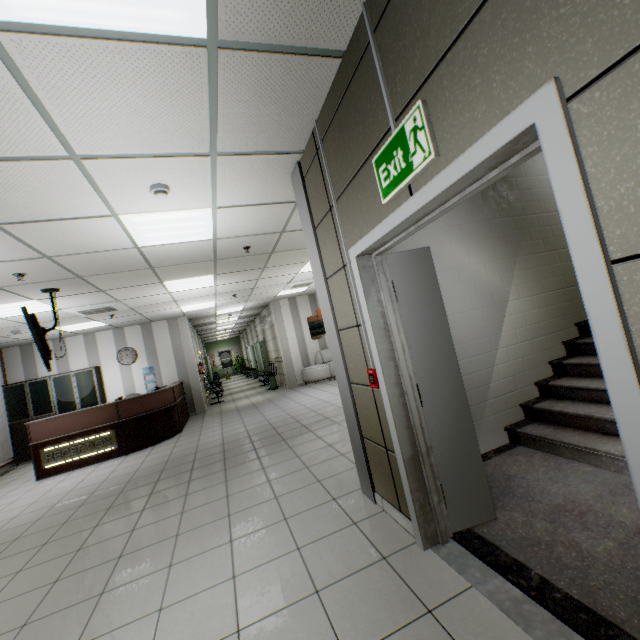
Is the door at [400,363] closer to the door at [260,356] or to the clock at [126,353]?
the clock at [126,353]

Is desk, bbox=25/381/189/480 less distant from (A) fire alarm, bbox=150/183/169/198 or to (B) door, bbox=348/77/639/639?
(A) fire alarm, bbox=150/183/169/198

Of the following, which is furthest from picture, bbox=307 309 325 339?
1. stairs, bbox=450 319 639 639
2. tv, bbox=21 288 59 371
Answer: stairs, bbox=450 319 639 639

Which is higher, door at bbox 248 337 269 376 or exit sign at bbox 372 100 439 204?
exit sign at bbox 372 100 439 204

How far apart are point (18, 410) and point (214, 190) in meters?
9.8 m

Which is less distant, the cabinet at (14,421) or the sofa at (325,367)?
the cabinet at (14,421)

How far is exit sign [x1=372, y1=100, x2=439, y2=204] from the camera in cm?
146

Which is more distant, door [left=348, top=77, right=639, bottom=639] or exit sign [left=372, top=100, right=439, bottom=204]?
exit sign [left=372, top=100, right=439, bottom=204]
